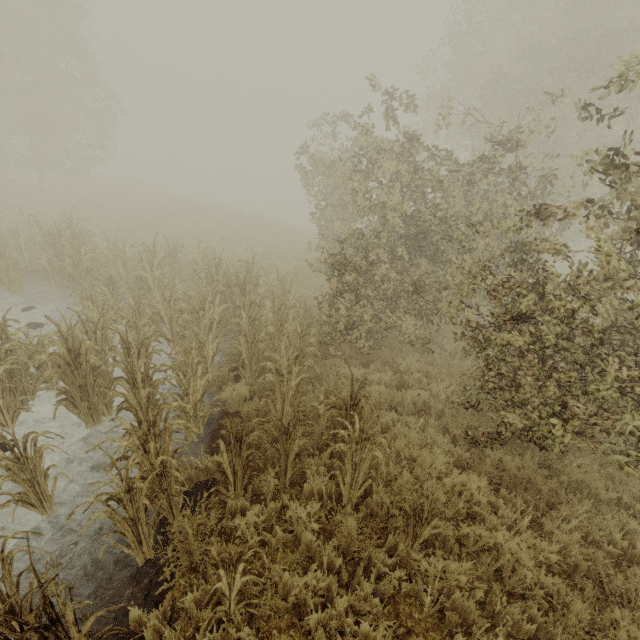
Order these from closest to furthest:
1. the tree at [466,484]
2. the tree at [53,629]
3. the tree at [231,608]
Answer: the tree at [53,629], the tree at [231,608], the tree at [466,484]

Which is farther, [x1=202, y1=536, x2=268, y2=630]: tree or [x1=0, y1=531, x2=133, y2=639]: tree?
[x1=202, y1=536, x2=268, y2=630]: tree

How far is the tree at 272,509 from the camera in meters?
4.0

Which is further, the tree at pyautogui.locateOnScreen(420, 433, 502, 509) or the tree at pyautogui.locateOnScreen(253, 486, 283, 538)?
the tree at pyautogui.locateOnScreen(420, 433, 502, 509)

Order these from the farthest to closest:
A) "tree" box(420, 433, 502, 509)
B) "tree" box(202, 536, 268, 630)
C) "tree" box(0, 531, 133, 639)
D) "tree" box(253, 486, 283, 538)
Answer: "tree" box(420, 433, 502, 509)
"tree" box(253, 486, 283, 538)
"tree" box(202, 536, 268, 630)
"tree" box(0, 531, 133, 639)

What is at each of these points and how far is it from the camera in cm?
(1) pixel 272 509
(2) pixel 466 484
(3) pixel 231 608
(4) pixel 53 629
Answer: (1) tree, 420
(2) tree, 464
(3) tree, 323
(4) tree, 221
